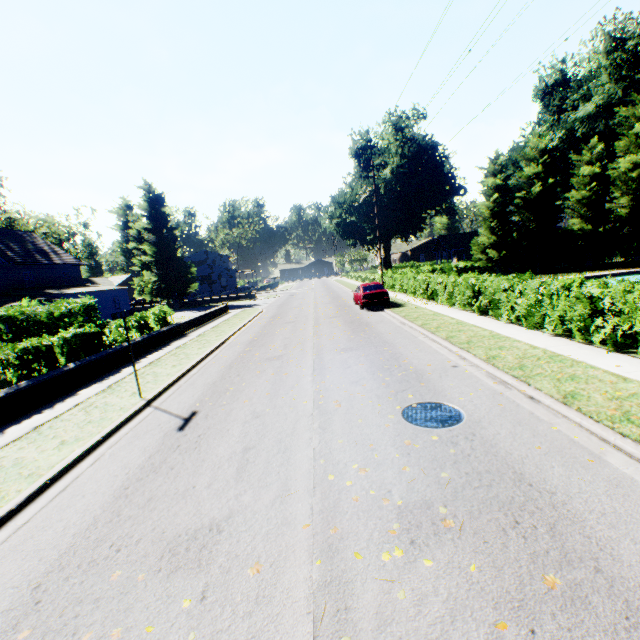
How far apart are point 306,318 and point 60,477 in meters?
15.5 m

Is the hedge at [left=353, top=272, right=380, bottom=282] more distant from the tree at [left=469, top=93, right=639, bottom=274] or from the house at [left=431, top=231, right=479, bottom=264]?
the house at [left=431, top=231, right=479, bottom=264]

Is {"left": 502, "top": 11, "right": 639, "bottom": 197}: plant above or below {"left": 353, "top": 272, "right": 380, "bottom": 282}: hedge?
above

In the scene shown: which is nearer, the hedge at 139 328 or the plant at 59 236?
the hedge at 139 328

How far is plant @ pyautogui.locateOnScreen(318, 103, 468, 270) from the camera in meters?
42.8

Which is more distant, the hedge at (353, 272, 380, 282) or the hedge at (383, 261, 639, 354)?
the hedge at (353, 272, 380, 282)

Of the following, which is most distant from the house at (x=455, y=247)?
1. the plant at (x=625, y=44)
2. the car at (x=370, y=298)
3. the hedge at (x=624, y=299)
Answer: the car at (x=370, y=298)

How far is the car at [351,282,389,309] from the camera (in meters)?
20.16
